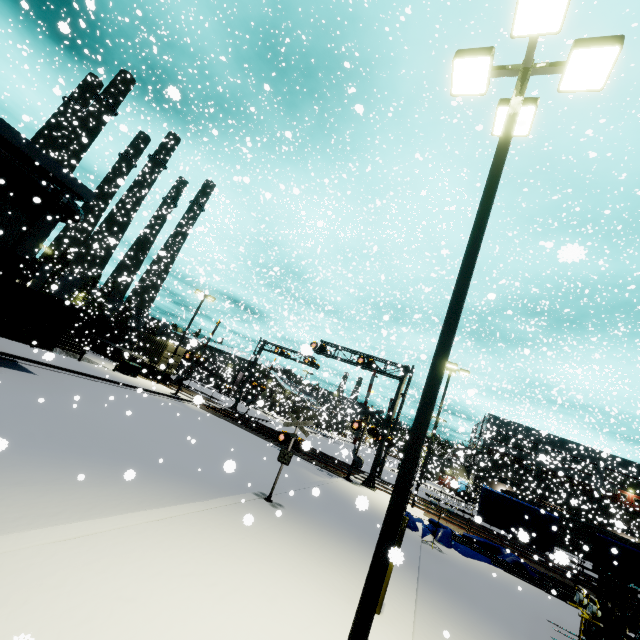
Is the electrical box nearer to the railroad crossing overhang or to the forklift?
the railroad crossing overhang

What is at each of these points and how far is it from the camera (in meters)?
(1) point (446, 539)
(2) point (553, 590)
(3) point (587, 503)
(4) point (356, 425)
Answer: (1) tarp, 15.14
(2) pipe, 13.98
(3) building, 29.80
(4) railroad crossing gate, 21.95

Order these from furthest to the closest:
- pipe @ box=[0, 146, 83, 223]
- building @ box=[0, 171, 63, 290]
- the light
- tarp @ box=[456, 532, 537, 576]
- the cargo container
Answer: building @ box=[0, 171, 63, 290]
pipe @ box=[0, 146, 83, 223]
tarp @ box=[456, 532, 537, 576]
the cargo container
the light

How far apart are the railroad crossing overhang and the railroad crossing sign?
12.36m

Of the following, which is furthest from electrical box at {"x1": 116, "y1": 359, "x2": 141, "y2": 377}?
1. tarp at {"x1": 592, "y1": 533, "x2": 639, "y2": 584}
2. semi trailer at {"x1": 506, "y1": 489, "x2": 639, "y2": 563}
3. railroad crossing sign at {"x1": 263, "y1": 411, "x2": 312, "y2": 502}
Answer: tarp at {"x1": 592, "y1": 533, "x2": 639, "y2": 584}

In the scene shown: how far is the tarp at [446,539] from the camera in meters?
14.7 m

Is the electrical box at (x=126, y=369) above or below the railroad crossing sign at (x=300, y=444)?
below

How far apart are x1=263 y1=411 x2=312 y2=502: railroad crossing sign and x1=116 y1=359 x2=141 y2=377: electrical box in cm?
2202
